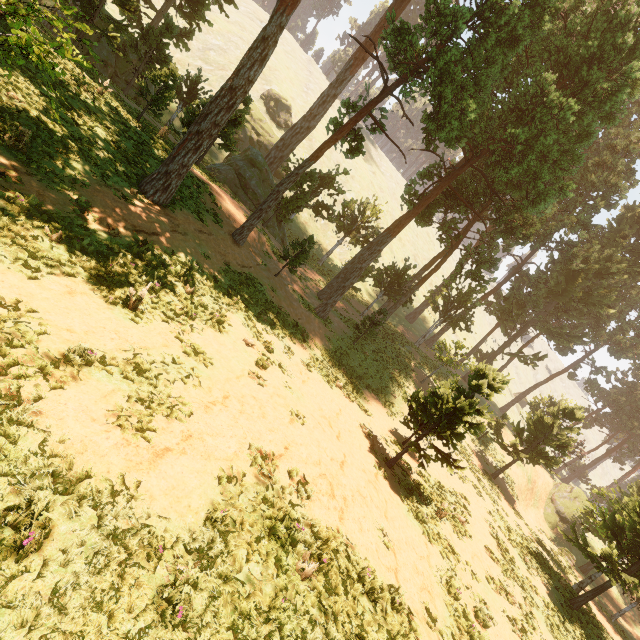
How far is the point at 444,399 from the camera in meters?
12.7 m
